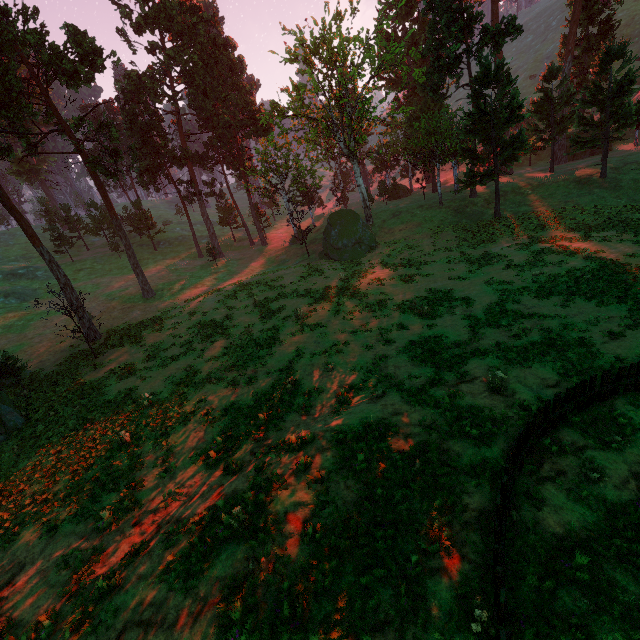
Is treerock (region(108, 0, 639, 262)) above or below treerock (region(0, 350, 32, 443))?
above

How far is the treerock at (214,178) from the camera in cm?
5084

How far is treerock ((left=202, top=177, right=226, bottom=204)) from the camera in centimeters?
5084cm

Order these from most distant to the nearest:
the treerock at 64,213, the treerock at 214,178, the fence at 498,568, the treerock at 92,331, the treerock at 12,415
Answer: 1. the treerock at 64,213
2. the treerock at 214,178
3. the treerock at 92,331
4. the treerock at 12,415
5. the fence at 498,568

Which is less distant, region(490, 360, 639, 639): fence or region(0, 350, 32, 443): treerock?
region(490, 360, 639, 639): fence

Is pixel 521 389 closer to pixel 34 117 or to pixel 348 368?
pixel 348 368
